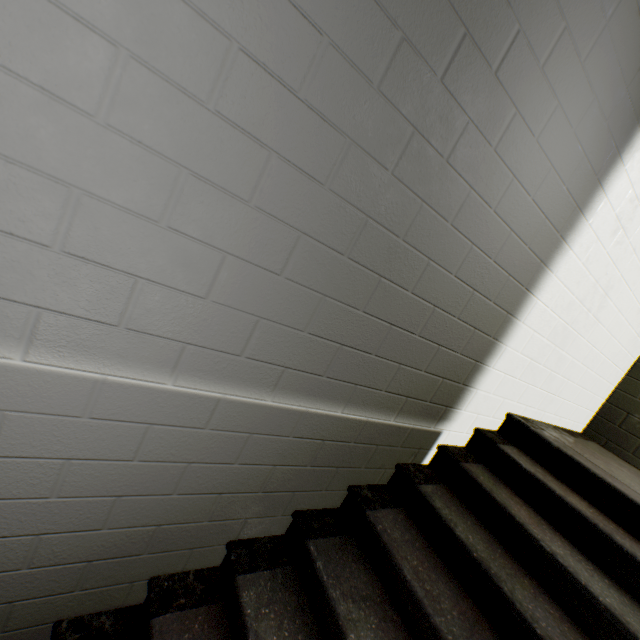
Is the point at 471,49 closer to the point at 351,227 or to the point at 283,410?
the point at 351,227
